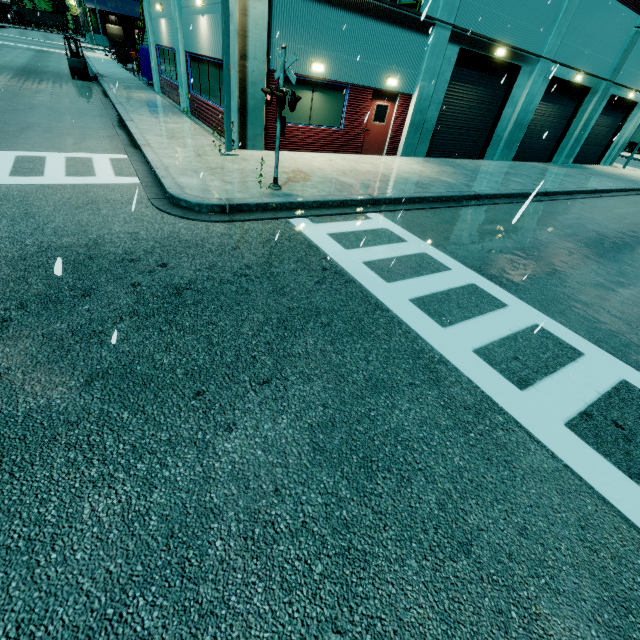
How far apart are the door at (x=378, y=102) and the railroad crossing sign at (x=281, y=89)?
6.86m

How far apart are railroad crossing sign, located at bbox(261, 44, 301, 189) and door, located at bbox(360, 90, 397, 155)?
6.86m

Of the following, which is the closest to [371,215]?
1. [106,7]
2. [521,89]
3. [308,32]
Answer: [308,32]

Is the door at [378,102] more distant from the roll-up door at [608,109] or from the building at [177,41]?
the roll-up door at [608,109]

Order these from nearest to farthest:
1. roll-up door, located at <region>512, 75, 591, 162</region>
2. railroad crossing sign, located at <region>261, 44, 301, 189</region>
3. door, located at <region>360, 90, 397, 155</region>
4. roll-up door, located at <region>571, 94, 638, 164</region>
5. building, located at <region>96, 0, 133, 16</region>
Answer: railroad crossing sign, located at <region>261, 44, 301, 189</region> → door, located at <region>360, 90, 397, 155</region> → roll-up door, located at <region>512, 75, 591, 162</region> → roll-up door, located at <region>571, 94, 638, 164</region> → building, located at <region>96, 0, 133, 16</region>

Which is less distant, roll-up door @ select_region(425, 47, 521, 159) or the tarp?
roll-up door @ select_region(425, 47, 521, 159)

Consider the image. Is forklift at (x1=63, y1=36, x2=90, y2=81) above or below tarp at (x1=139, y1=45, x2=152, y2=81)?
below

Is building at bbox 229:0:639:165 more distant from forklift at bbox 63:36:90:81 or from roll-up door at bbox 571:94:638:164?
A: forklift at bbox 63:36:90:81
